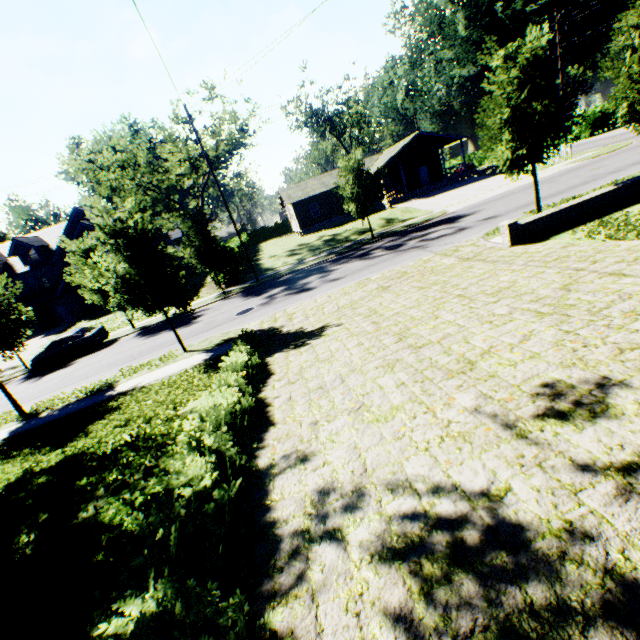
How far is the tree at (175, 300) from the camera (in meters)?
11.35

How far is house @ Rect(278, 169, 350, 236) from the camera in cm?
3984

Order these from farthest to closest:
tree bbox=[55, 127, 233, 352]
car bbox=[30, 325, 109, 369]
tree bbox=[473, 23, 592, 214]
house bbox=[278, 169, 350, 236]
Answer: house bbox=[278, 169, 350, 236], car bbox=[30, 325, 109, 369], tree bbox=[473, 23, 592, 214], tree bbox=[55, 127, 233, 352]

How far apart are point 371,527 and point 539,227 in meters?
13.0 m

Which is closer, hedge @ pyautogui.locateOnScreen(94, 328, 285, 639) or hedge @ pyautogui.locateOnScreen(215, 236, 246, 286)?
hedge @ pyautogui.locateOnScreen(94, 328, 285, 639)

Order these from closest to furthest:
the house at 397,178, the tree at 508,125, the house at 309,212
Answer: the tree at 508,125 < the house at 397,178 < the house at 309,212

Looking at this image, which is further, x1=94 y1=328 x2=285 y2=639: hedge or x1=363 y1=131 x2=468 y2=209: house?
x1=363 y1=131 x2=468 y2=209: house

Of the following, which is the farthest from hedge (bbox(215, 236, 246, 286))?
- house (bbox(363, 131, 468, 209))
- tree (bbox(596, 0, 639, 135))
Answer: house (bbox(363, 131, 468, 209))
